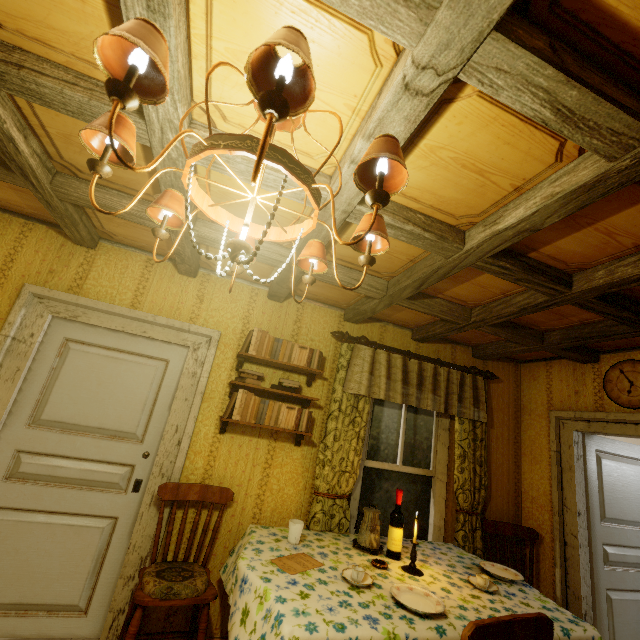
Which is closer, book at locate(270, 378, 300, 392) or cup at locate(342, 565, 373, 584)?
cup at locate(342, 565, 373, 584)

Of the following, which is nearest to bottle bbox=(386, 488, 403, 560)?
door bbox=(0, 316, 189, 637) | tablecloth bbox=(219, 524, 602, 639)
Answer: tablecloth bbox=(219, 524, 602, 639)

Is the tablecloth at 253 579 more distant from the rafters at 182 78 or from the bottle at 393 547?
the rafters at 182 78

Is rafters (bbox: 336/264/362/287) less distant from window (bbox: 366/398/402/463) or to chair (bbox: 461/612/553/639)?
window (bbox: 366/398/402/463)

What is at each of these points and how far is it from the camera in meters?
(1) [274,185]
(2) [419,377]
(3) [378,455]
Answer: (1) rafters, 1.6
(2) curtain, 3.3
(3) window, 3.3

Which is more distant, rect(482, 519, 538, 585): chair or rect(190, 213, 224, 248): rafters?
rect(482, 519, 538, 585): chair

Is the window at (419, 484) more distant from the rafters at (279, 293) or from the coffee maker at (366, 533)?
the rafters at (279, 293)

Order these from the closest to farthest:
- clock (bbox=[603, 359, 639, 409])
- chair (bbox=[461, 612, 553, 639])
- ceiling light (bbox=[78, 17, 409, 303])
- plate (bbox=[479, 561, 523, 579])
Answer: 1. ceiling light (bbox=[78, 17, 409, 303])
2. chair (bbox=[461, 612, 553, 639])
3. plate (bbox=[479, 561, 523, 579])
4. clock (bbox=[603, 359, 639, 409])
